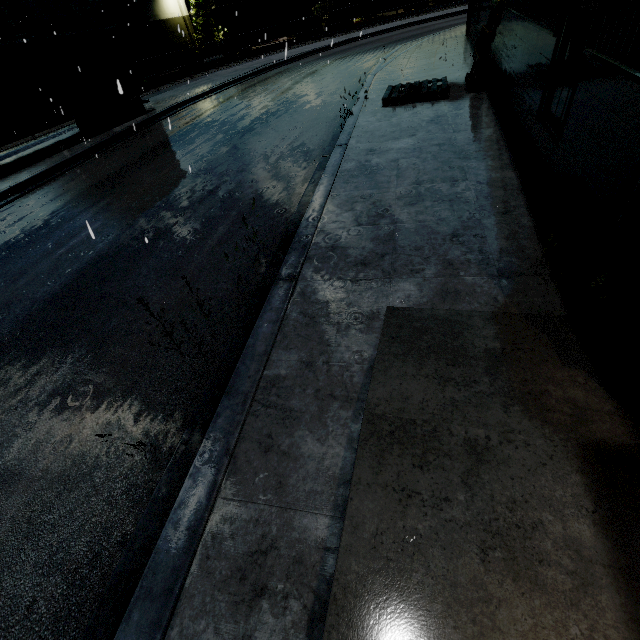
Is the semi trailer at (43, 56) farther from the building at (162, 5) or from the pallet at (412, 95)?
the pallet at (412, 95)

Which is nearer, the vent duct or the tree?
the vent duct

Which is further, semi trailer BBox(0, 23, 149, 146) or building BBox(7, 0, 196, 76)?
building BBox(7, 0, 196, 76)

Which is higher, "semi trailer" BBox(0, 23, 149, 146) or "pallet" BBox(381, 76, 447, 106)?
"semi trailer" BBox(0, 23, 149, 146)

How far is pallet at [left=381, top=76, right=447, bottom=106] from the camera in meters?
9.7

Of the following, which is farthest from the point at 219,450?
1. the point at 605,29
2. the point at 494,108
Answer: the point at 494,108

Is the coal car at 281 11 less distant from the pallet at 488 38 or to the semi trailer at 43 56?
the semi trailer at 43 56

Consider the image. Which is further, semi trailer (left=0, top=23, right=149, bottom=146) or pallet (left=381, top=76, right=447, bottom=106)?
semi trailer (left=0, top=23, right=149, bottom=146)
